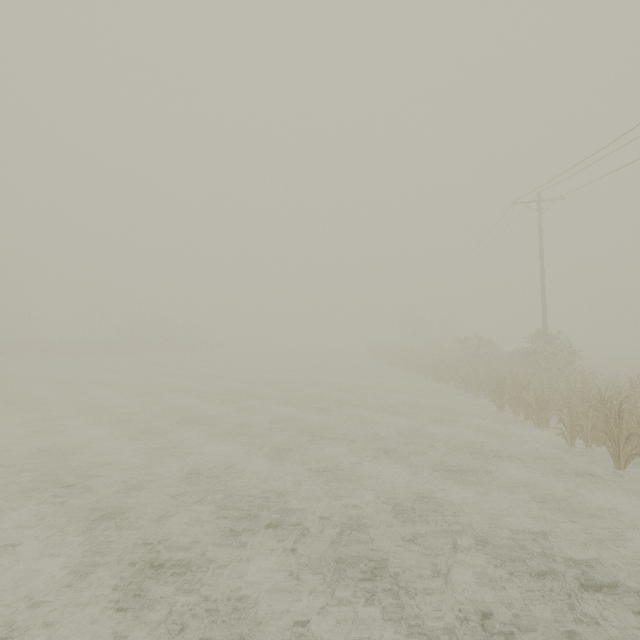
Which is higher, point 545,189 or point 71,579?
point 545,189

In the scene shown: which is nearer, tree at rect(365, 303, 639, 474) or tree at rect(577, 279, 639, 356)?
tree at rect(365, 303, 639, 474)

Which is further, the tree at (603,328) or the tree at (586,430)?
the tree at (603,328)
